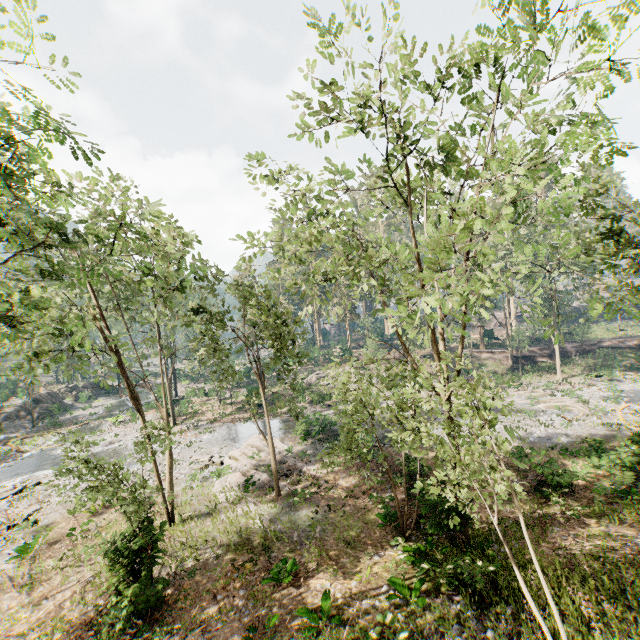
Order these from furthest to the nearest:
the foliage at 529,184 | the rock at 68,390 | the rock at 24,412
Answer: the rock at 68,390
the rock at 24,412
the foliage at 529,184

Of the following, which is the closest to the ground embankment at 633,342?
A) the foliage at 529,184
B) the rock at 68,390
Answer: the foliage at 529,184

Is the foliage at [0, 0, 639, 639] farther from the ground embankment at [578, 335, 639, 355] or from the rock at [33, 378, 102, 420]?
the rock at [33, 378, 102, 420]

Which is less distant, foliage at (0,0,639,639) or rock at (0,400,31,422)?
foliage at (0,0,639,639)

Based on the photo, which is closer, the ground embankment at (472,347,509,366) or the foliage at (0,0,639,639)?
the foliage at (0,0,639,639)

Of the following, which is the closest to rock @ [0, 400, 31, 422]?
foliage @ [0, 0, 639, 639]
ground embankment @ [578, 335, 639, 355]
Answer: foliage @ [0, 0, 639, 639]

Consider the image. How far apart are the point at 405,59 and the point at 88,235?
27.3 meters

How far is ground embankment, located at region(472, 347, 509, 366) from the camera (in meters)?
45.00
